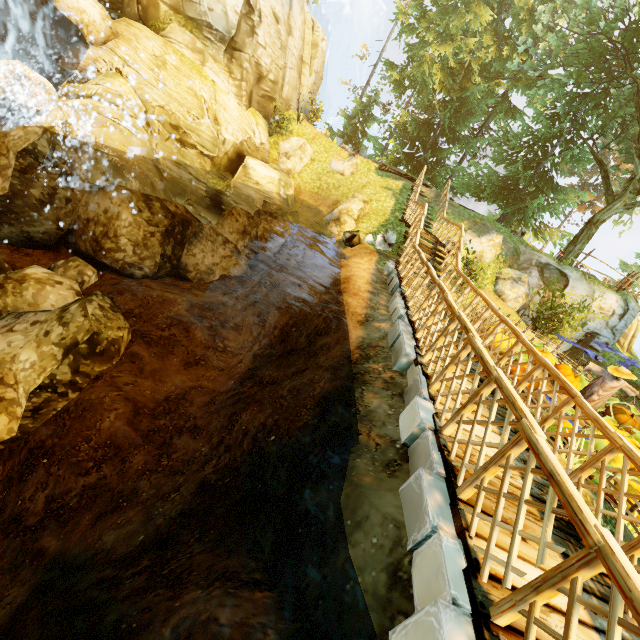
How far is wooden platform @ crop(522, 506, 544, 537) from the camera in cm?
307

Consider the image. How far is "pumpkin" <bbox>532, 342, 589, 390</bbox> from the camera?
10.9 meters

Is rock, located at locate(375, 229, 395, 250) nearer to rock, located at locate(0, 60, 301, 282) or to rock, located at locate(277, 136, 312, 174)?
rock, located at locate(0, 60, 301, 282)

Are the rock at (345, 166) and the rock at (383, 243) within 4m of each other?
no

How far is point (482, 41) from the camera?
20.58m

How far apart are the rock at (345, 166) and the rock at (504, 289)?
9.6m

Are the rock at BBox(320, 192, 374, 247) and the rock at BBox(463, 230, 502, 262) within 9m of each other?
yes
